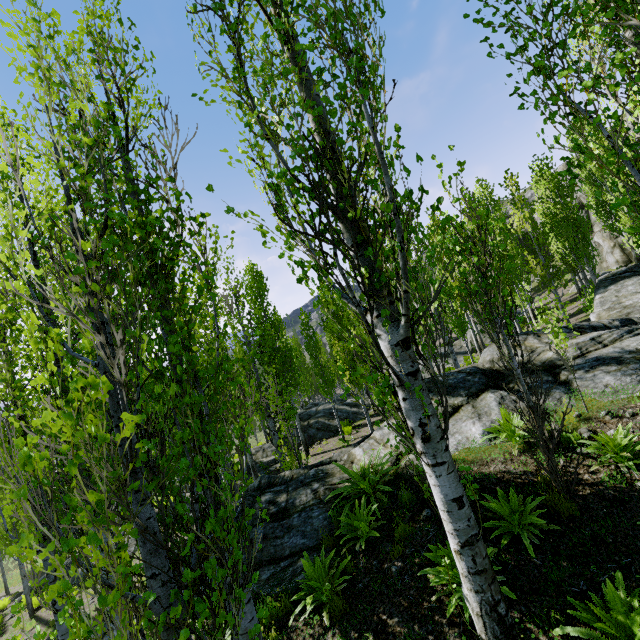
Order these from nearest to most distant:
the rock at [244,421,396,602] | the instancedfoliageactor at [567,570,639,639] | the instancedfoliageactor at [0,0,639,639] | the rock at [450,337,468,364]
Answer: the instancedfoliageactor at [0,0,639,639], the instancedfoliageactor at [567,570,639,639], the rock at [244,421,396,602], the rock at [450,337,468,364]

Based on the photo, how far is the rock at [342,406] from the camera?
21.72m

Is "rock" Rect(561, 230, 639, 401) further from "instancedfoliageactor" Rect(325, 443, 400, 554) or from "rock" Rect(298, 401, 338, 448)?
"rock" Rect(298, 401, 338, 448)

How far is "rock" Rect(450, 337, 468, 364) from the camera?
27.2 meters

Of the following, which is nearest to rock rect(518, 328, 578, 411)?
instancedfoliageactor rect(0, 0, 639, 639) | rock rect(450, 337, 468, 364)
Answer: instancedfoliageactor rect(0, 0, 639, 639)

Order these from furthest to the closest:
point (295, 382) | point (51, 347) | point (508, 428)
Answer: point (295, 382) → point (508, 428) → point (51, 347)

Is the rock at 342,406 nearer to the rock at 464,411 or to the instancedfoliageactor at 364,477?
the instancedfoliageactor at 364,477
